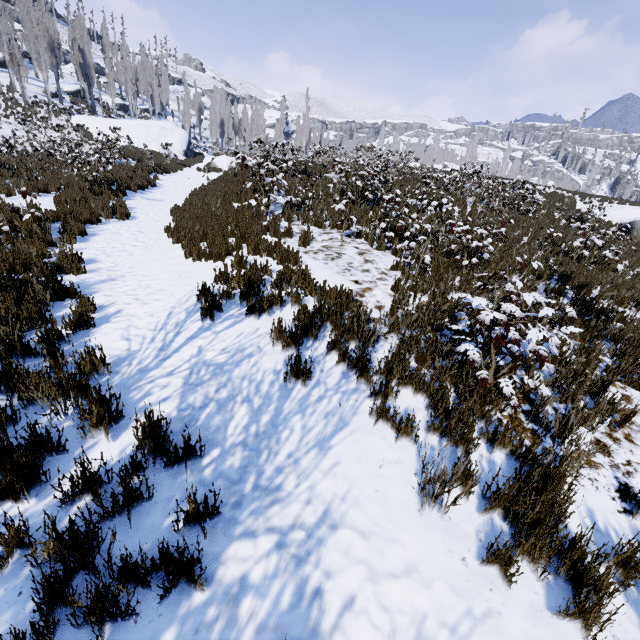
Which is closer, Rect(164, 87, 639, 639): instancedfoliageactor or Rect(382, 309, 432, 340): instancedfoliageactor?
Rect(164, 87, 639, 639): instancedfoliageactor

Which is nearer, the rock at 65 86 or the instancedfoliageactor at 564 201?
the instancedfoliageactor at 564 201

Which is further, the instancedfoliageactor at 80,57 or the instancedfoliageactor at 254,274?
the instancedfoliageactor at 80,57

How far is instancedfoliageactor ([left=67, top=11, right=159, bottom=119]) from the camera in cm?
3659

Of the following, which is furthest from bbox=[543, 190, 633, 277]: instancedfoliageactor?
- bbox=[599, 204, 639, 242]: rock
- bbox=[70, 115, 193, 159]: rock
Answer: bbox=[599, 204, 639, 242]: rock

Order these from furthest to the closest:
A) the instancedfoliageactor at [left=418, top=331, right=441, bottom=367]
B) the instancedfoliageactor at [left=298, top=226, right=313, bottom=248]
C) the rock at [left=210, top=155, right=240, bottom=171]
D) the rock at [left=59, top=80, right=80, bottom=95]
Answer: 1. the rock at [left=59, top=80, right=80, bottom=95]
2. the rock at [left=210, top=155, right=240, bottom=171]
3. the instancedfoliageactor at [left=298, top=226, right=313, bottom=248]
4. the instancedfoliageactor at [left=418, top=331, right=441, bottom=367]

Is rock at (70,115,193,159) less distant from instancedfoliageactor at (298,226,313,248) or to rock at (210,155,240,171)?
instancedfoliageactor at (298,226,313,248)

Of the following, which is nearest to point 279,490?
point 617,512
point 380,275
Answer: point 617,512
